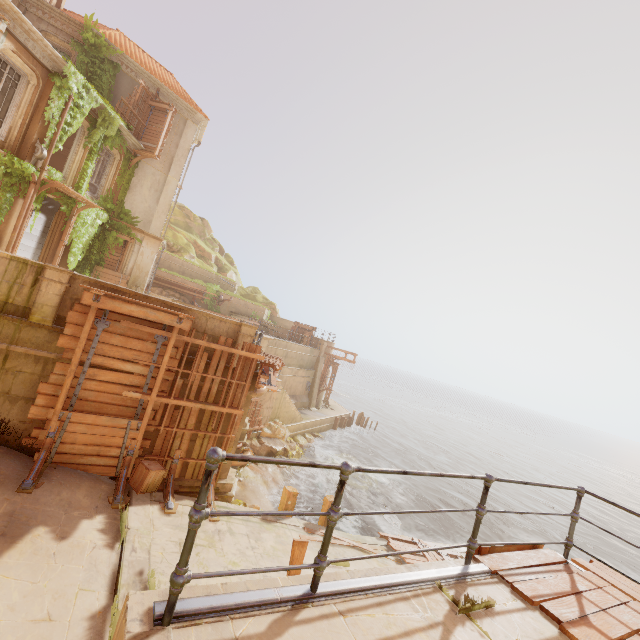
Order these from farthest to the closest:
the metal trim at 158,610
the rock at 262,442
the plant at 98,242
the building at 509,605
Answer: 1. the rock at 262,442
2. the plant at 98,242
3. the building at 509,605
4. the metal trim at 158,610

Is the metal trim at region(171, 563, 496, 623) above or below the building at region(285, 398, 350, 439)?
above

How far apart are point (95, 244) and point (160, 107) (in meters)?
8.79

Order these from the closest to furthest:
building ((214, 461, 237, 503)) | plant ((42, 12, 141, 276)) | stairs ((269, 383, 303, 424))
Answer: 1. building ((214, 461, 237, 503))
2. plant ((42, 12, 141, 276))
3. stairs ((269, 383, 303, 424))

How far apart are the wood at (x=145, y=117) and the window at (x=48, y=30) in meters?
2.5 m

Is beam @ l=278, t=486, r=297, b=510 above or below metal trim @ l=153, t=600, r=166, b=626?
below

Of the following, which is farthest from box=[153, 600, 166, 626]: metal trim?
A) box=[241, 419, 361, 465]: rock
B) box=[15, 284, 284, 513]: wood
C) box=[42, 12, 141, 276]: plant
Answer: box=[241, 419, 361, 465]: rock

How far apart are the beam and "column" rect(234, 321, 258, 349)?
4.7 meters
